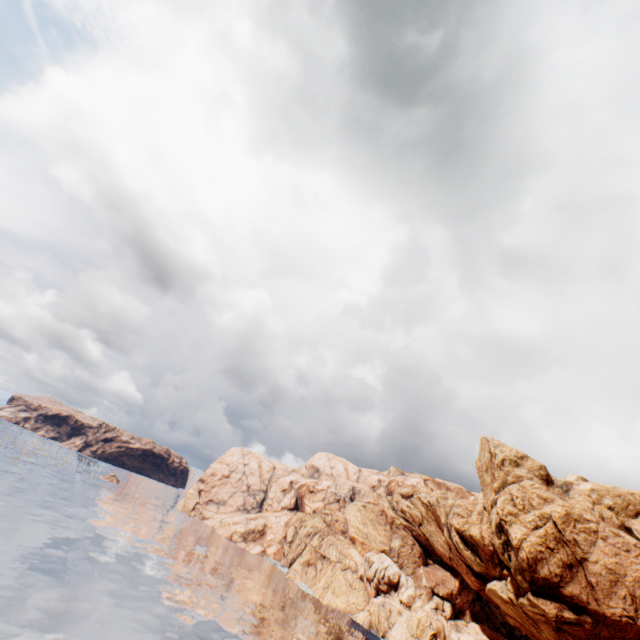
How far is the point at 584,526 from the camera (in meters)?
47.28
